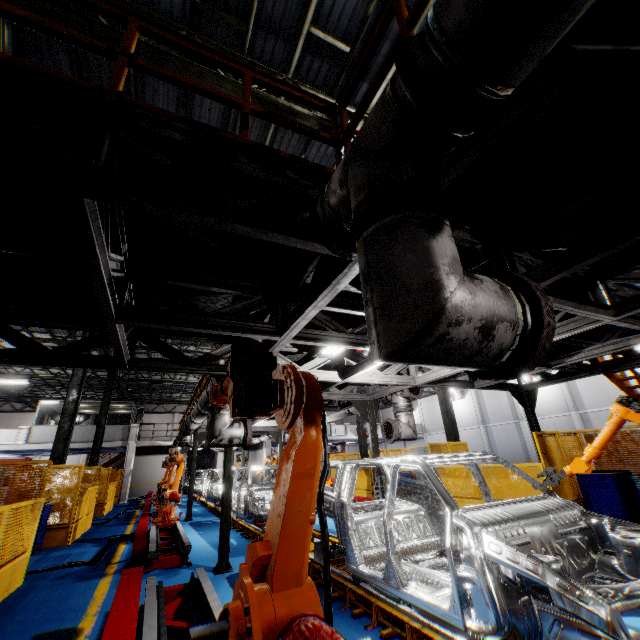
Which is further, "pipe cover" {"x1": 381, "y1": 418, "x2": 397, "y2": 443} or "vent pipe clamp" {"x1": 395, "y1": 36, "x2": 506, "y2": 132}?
"pipe cover" {"x1": 381, "y1": 418, "x2": 397, "y2": 443}

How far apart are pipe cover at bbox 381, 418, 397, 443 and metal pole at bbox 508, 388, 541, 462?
3.7m

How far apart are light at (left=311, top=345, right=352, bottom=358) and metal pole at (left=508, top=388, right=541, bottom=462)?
5.61m

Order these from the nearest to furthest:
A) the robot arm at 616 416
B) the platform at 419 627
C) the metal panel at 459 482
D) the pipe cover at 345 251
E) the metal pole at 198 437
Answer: the pipe cover at 345 251 < the platform at 419 627 < the robot arm at 616 416 < the metal panel at 459 482 < the metal pole at 198 437

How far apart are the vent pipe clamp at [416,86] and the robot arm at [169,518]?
12.07m

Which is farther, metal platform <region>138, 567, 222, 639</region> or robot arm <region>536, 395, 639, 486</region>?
robot arm <region>536, 395, 639, 486</region>

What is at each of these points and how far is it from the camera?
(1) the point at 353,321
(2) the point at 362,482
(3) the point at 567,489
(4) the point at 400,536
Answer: (1) light, 5.3m
(2) metal panel, 15.1m
(3) metal panel, 8.2m
(4) chassis, 4.9m

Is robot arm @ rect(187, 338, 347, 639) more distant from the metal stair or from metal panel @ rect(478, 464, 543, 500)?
A: the metal stair
